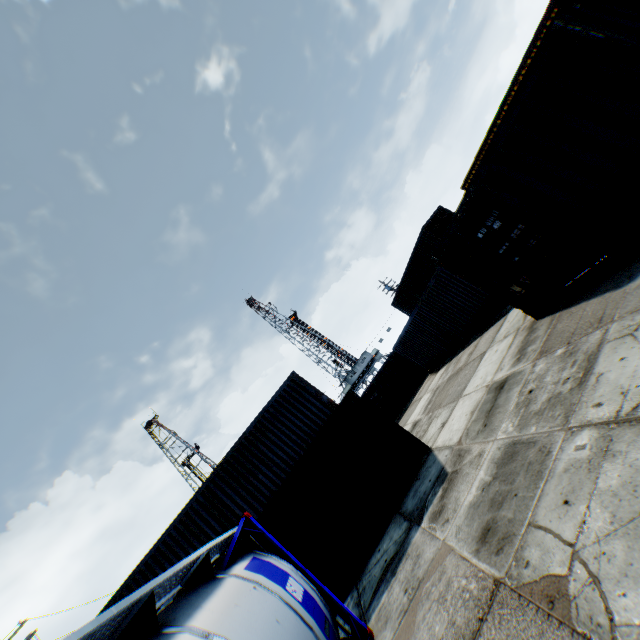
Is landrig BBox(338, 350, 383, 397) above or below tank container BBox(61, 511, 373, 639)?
above

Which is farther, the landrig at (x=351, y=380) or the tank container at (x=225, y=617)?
the landrig at (x=351, y=380)

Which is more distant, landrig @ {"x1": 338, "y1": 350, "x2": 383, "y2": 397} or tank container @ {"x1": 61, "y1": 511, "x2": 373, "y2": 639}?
landrig @ {"x1": 338, "y1": 350, "x2": 383, "y2": 397}

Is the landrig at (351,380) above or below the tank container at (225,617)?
above

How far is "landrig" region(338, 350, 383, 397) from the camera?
56.6m

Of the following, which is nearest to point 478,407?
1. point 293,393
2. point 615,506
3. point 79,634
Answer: point 615,506
